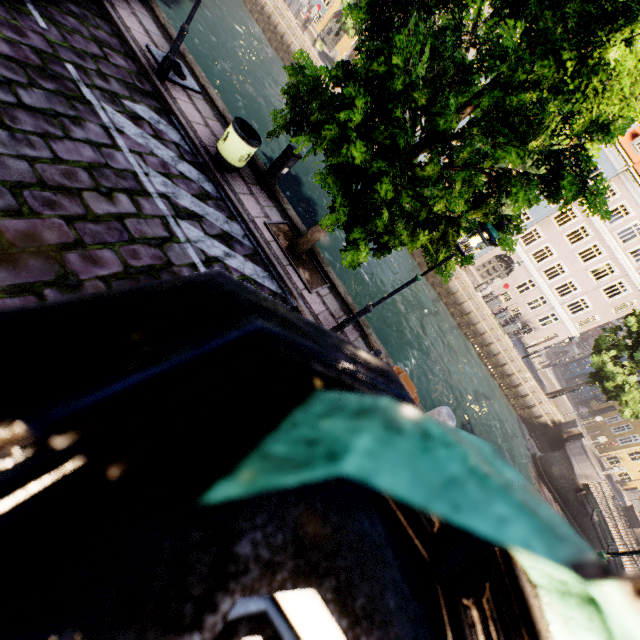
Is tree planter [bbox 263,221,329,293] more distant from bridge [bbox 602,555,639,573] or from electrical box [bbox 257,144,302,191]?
bridge [bbox 602,555,639,573]

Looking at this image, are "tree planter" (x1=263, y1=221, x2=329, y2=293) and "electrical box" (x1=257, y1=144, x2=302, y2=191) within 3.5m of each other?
yes

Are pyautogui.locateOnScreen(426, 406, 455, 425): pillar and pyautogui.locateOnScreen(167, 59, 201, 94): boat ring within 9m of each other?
no

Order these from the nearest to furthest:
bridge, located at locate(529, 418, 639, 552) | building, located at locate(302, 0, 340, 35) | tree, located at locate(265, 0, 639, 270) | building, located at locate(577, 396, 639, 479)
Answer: tree, located at locate(265, 0, 639, 270), bridge, located at locate(529, 418, 639, 552), building, located at locate(577, 396, 639, 479), building, located at locate(302, 0, 340, 35)

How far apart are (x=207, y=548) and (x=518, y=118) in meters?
6.7

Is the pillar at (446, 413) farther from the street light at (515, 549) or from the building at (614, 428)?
the building at (614, 428)

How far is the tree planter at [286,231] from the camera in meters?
7.4 m

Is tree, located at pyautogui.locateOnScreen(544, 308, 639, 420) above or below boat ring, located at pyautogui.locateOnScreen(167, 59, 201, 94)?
above
